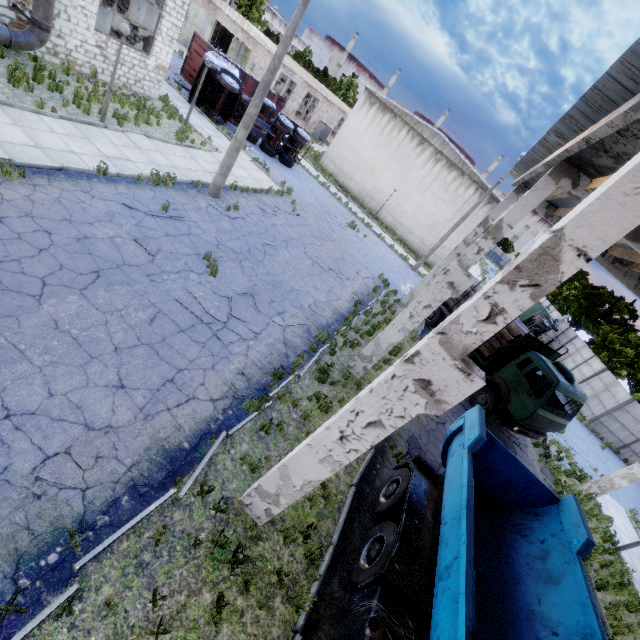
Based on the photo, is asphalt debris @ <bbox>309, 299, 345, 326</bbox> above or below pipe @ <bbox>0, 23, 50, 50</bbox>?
below

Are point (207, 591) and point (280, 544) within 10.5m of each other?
yes

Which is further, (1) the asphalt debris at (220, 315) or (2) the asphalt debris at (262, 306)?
(2) the asphalt debris at (262, 306)

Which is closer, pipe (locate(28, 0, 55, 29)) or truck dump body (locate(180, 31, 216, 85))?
pipe (locate(28, 0, 55, 29))

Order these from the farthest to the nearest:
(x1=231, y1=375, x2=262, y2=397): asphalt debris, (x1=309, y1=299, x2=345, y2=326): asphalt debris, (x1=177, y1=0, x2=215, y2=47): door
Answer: (x1=177, y1=0, x2=215, y2=47): door < (x1=309, y1=299, x2=345, y2=326): asphalt debris < (x1=231, y1=375, x2=262, y2=397): asphalt debris

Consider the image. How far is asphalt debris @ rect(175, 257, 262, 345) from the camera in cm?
862

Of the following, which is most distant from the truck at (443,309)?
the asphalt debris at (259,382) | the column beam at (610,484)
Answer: the asphalt debris at (259,382)

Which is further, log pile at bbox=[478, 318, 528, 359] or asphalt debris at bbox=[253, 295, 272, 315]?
log pile at bbox=[478, 318, 528, 359]
